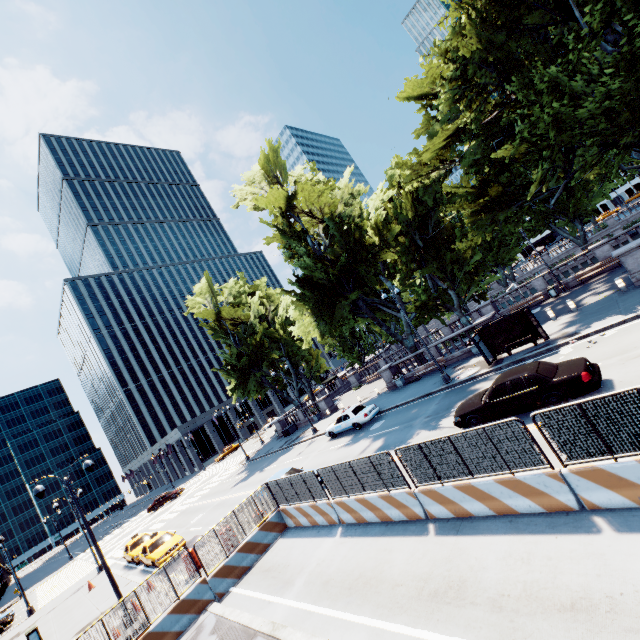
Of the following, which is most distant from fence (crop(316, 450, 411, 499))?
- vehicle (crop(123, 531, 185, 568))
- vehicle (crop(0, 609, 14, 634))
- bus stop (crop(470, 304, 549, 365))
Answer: vehicle (crop(0, 609, 14, 634))

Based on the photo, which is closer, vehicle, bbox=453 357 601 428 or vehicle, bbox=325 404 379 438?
vehicle, bbox=453 357 601 428

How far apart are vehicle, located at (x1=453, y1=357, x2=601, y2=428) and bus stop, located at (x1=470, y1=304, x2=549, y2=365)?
5.43m

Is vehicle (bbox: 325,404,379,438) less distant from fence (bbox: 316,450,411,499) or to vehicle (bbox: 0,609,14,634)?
fence (bbox: 316,450,411,499)

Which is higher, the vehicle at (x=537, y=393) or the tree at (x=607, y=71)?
the tree at (x=607, y=71)

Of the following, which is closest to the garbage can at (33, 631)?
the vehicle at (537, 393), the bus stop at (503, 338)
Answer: the vehicle at (537, 393)

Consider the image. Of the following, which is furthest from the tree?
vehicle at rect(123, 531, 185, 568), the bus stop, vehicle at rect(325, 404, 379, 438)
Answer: vehicle at rect(123, 531, 185, 568)

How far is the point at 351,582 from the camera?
8.8m
